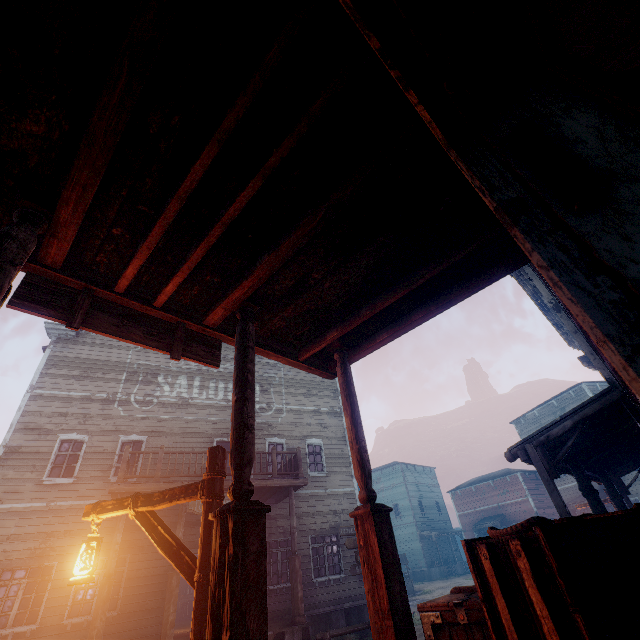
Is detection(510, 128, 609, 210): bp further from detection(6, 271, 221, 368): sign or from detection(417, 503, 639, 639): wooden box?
detection(6, 271, 221, 368): sign

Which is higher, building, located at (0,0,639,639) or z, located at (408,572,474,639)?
building, located at (0,0,639,639)

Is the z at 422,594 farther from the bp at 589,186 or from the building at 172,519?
the bp at 589,186

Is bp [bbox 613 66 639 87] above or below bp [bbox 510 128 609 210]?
above

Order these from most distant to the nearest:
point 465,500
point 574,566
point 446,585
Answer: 1. point 465,500
2. point 446,585
3. point 574,566

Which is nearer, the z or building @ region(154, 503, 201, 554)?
building @ region(154, 503, 201, 554)

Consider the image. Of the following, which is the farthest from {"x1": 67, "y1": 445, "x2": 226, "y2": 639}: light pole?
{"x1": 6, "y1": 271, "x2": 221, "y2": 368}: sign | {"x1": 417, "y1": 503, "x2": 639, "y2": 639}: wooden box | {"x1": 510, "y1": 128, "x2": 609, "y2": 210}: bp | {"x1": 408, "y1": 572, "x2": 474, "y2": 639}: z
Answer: {"x1": 510, "y1": 128, "x2": 609, "y2": 210}: bp

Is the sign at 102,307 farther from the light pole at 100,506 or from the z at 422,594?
the z at 422,594
